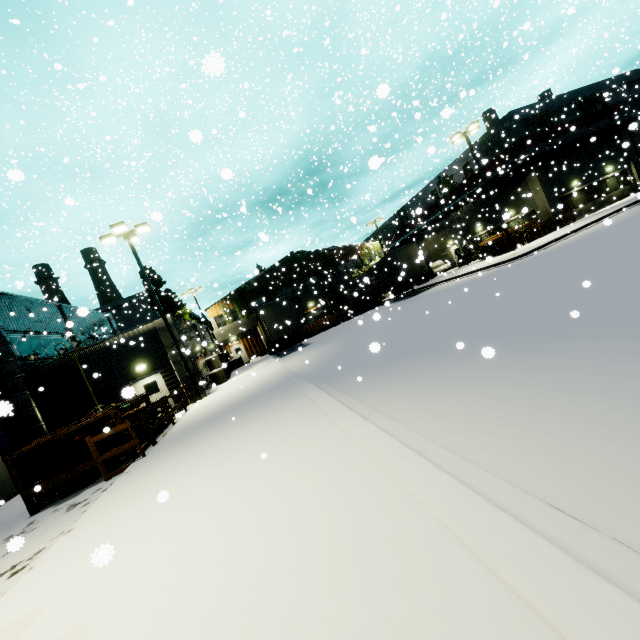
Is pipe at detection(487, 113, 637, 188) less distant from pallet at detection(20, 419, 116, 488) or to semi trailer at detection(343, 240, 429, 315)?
semi trailer at detection(343, 240, 429, 315)

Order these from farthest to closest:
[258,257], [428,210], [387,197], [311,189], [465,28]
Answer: [428,210]
[387,197]
[465,28]
[258,257]
[311,189]

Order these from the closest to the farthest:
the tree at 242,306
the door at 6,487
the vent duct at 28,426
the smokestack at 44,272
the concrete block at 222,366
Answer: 1. the door at 6,487
2. the vent duct at 28,426
3. the concrete block at 222,366
4. the tree at 242,306
5. the smokestack at 44,272

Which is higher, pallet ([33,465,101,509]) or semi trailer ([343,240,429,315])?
semi trailer ([343,240,429,315])

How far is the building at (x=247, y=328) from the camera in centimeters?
3791cm

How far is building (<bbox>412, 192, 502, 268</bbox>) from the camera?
33.32m

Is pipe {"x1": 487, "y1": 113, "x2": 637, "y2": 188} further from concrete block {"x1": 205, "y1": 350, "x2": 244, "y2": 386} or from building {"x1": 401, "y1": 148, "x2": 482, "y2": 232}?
concrete block {"x1": 205, "y1": 350, "x2": 244, "y2": 386}

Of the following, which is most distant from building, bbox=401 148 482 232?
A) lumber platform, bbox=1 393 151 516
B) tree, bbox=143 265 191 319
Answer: lumber platform, bbox=1 393 151 516
